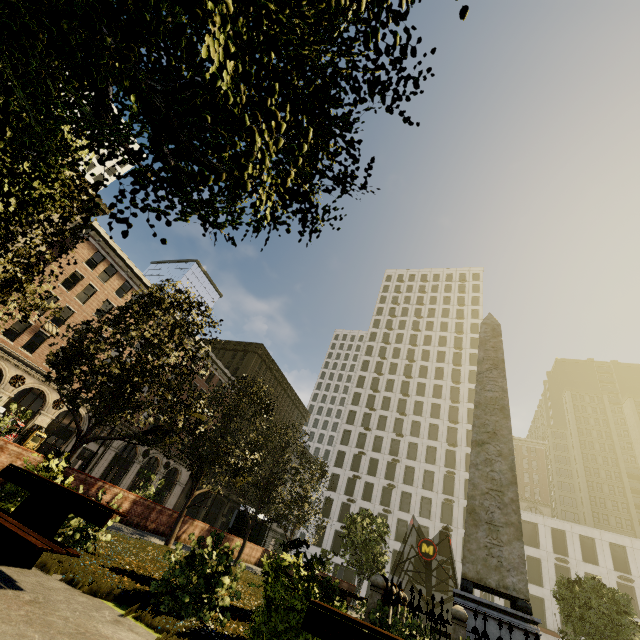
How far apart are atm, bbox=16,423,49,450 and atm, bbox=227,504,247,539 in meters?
17.7

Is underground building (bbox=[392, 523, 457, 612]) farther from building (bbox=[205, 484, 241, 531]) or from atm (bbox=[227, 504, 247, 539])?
building (bbox=[205, 484, 241, 531])

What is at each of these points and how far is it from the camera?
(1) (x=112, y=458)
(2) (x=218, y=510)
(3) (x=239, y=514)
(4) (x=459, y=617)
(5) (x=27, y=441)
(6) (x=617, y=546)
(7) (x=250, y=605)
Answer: A:
(1) building, 34.2m
(2) building, 50.8m
(3) atm, 24.6m
(4) fence, 6.5m
(5) atm, 26.4m
(6) building, 39.8m
(7) plant, 7.1m

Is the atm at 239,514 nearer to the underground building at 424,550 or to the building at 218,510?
the underground building at 424,550

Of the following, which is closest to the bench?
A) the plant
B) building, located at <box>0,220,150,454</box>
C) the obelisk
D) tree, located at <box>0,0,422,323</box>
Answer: the plant

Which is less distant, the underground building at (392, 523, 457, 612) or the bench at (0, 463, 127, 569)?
the bench at (0, 463, 127, 569)

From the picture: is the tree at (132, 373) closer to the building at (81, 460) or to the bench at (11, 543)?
the bench at (11, 543)

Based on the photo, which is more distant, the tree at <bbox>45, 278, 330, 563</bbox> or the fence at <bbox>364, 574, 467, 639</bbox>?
the tree at <bbox>45, 278, 330, 563</bbox>
